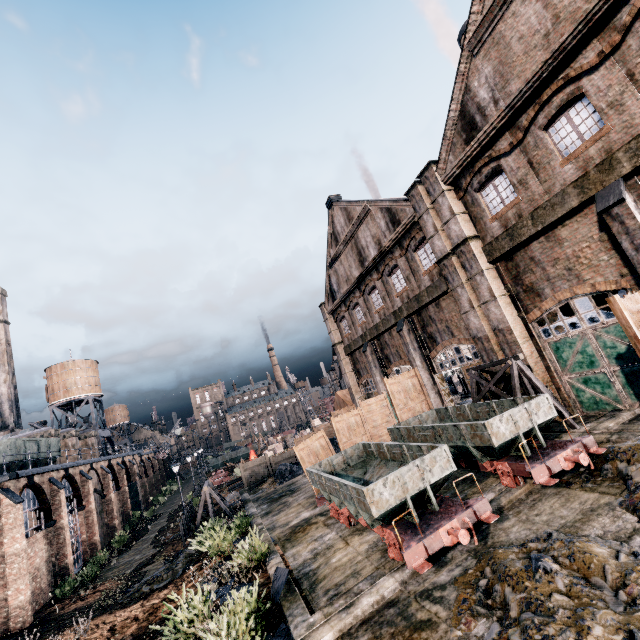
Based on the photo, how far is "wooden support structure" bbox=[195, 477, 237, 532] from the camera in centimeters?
2175cm

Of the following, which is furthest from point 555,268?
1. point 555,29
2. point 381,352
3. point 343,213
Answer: point 343,213

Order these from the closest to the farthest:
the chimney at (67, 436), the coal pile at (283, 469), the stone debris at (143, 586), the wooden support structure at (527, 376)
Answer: the wooden support structure at (527, 376)
the stone debris at (143, 586)
the coal pile at (283, 469)
the chimney at (67, 436)

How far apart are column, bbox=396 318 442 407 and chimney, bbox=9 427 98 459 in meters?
40.5

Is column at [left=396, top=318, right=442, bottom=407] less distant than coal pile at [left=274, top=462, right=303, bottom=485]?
Yes

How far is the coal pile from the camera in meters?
25.3 m

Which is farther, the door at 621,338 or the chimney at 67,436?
the chimney at 67,436

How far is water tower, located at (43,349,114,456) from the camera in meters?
49.0
